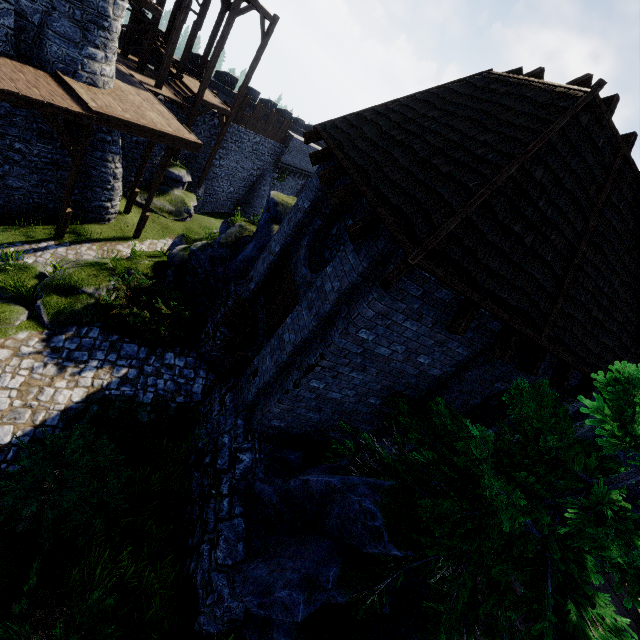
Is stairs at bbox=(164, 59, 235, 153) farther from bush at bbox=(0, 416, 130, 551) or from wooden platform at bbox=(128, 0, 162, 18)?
bush at bbox=(0, 416, 130, 551)

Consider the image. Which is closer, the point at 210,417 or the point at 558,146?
the point at 558,146

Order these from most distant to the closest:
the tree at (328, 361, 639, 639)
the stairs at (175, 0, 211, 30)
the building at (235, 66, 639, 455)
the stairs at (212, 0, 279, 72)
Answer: the stairs at (212, 0, 279, 72), the stairs at (175, 0, 211, 30), the building at (235, 66, 639, 455), the tree at (328, 361, 639, 639)

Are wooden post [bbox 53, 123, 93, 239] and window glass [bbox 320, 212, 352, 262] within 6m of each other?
no

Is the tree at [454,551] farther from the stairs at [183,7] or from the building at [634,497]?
the stairs at [183,7]

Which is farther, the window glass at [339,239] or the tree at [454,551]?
the window glass at [339,239]

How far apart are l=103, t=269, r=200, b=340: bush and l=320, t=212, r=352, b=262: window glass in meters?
4.9

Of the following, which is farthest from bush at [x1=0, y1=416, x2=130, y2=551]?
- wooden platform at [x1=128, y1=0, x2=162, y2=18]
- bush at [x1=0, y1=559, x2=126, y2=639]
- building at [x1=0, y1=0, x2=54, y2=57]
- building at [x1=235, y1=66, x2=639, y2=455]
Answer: wooden platform at [x1=128, y1=0, x2=162, y2=18]
